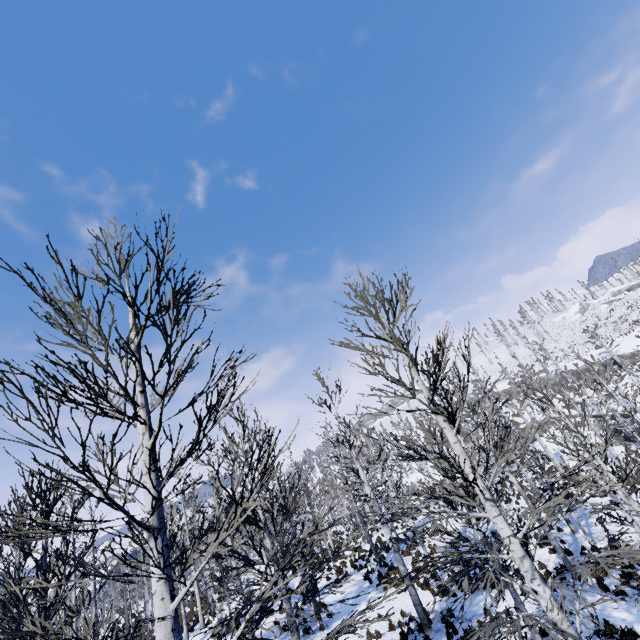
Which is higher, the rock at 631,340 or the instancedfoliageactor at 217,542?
the rock at 631,340

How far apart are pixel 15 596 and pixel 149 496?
1.5m

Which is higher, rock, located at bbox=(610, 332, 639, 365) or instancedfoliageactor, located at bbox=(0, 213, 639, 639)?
rock, located at bbox=(610, 332, 639, 365)

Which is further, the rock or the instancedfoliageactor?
the rock

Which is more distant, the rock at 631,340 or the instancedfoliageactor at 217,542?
the rock at 631,340
